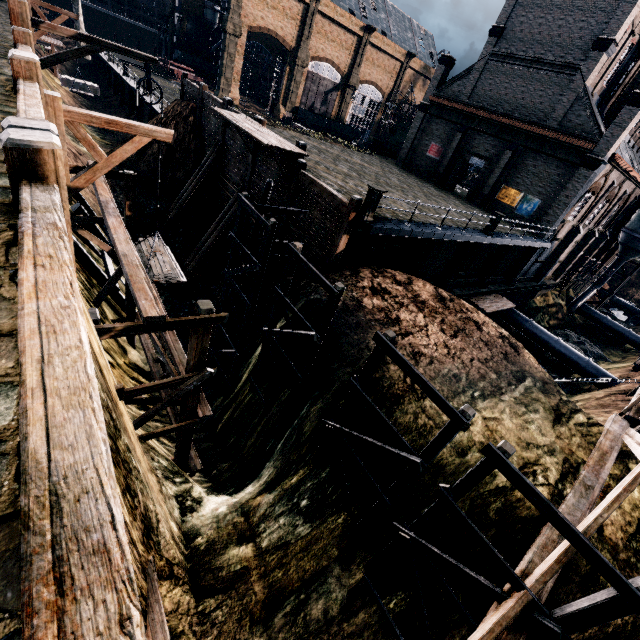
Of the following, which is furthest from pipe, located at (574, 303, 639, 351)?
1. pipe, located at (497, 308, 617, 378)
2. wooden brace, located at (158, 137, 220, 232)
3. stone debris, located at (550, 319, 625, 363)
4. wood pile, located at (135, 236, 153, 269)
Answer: wood pile, located at (135, 236, 153, 269)

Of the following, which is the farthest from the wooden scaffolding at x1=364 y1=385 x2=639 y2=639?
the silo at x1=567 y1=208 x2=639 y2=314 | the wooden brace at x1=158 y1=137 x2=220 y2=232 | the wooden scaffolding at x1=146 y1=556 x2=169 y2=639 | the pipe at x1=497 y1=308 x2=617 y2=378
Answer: the silo at x1=567 y1=208 x2=639 y2=314

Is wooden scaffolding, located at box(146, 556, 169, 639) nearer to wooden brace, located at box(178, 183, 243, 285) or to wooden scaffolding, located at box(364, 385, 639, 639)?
wooden scaffolding, located at box(364, 385, 639, 639)

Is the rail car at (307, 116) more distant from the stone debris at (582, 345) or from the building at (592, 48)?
Answer: the stone debris at (582, 345)

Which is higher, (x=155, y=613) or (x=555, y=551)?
(x=555, y=551)

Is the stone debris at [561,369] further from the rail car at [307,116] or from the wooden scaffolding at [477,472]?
the rail car at [307,116]

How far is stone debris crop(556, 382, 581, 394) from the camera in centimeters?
2838cm

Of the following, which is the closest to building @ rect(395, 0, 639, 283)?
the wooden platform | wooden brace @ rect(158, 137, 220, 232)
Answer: the wooden platform
